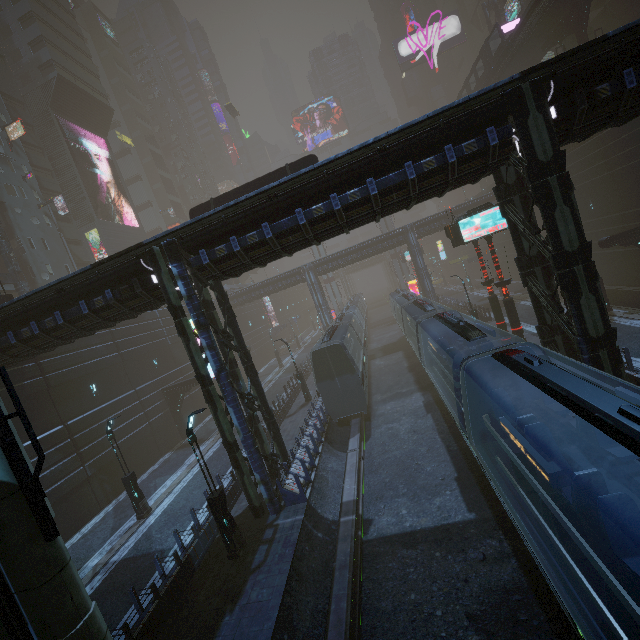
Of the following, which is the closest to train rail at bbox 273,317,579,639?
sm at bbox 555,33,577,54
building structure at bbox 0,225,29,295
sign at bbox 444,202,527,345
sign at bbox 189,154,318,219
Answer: sm at bbox 555,33,577,54

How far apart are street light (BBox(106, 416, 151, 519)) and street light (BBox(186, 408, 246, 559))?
7.6m

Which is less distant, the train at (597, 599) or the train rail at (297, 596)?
the train at (597, 599)

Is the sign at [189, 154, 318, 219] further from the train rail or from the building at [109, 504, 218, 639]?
the train rail

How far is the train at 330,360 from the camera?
20.0m

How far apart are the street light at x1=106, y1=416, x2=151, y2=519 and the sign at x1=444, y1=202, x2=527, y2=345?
21.6 meters

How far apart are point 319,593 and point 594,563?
8.8 meters

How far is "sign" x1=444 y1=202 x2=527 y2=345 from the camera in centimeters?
1809cm
